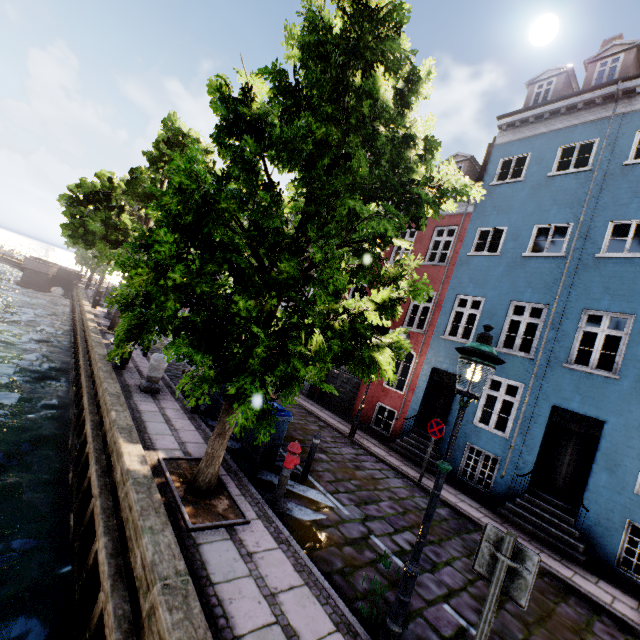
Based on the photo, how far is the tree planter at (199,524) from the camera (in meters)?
4.71

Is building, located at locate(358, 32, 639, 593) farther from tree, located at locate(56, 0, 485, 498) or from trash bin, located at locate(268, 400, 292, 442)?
trash bin, located at locate(268, 400, 292, 442)

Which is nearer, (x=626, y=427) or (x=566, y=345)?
(x=626, y=427)

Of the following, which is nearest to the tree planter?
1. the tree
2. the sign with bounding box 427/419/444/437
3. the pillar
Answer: the tree

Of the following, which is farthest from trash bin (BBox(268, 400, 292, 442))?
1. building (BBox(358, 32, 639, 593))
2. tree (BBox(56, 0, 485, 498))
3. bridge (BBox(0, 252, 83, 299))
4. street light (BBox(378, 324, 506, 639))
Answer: bridge (BBox(0, 252, 83, 299))

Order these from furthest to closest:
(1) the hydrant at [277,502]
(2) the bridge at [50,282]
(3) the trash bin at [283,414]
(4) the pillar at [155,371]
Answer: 1. (2) the bridge at [50,282]
2. (4) the pillar at [155,371]
3. (3) the trash bin at [283,414]
4. (1) the hydrant at [277,502]

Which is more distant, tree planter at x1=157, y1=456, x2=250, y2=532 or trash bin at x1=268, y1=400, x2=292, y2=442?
trash bin at x1=268, y1=400, x2=292, y2=442

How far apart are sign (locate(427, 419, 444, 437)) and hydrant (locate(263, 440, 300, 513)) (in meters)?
5.18
